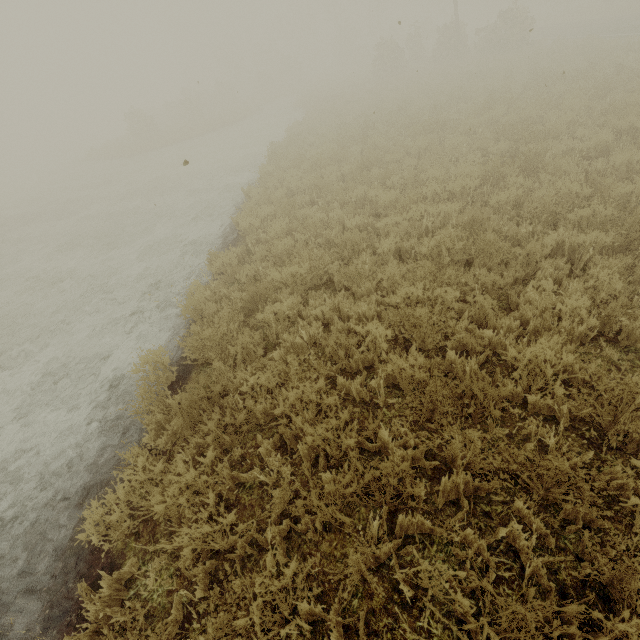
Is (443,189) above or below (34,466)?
above
